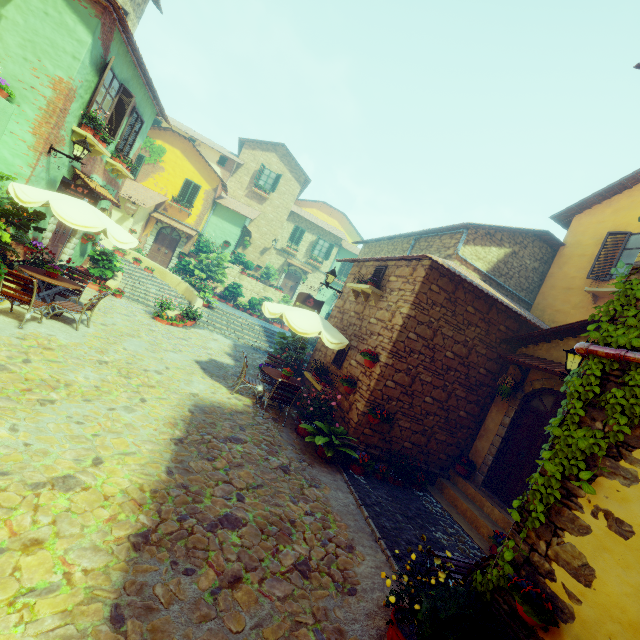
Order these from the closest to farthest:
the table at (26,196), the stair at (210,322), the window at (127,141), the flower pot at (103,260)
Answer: the table at (26,196)
the window at (127,141)
the flower pot at (103,260)
the stair at (210,322)

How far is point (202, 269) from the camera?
22.0m

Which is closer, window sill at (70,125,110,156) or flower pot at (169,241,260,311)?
window sill at (70,125,110,156)

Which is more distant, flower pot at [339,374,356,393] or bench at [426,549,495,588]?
flower pot at [339,374,356,393]

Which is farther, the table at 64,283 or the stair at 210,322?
the stair at 210,322

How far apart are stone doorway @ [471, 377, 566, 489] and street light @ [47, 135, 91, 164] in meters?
12.9 m

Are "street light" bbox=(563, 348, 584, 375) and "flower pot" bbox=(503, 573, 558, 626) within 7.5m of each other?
yes

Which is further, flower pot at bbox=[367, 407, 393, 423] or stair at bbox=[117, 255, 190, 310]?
stair at bbox=[117, 255, 190, 310]
